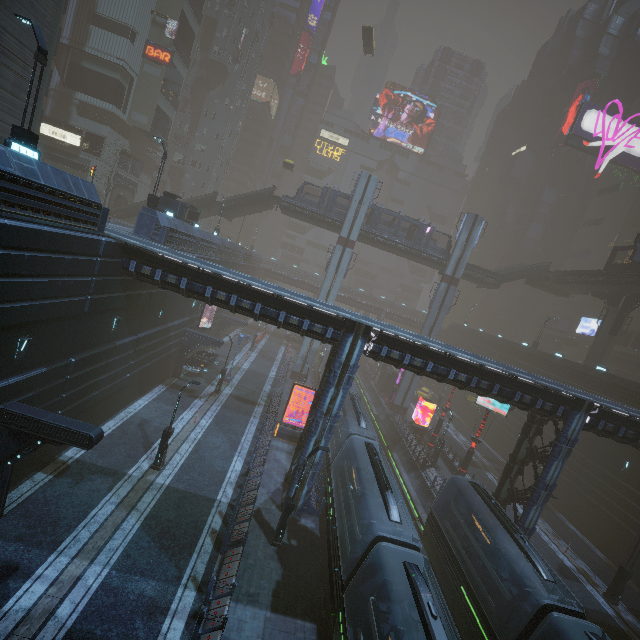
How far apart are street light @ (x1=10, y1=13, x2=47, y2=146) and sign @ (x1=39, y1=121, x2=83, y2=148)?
32.7 meters

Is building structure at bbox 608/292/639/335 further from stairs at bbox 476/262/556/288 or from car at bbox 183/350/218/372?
car at bbox 183/350/218/372

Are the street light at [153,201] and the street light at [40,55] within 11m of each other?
yes

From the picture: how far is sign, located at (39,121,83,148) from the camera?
38.0m

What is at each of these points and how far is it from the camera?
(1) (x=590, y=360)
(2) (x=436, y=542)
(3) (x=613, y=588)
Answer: (1) sm, 36.1m
(2) train, 18.8m
(3) street light, 20.7m

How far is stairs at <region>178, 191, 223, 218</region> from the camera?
39.22m

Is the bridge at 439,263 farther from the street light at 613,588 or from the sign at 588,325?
the street light at 613,588

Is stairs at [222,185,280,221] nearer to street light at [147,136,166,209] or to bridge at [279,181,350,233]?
bridge at [279,181,350,233]
